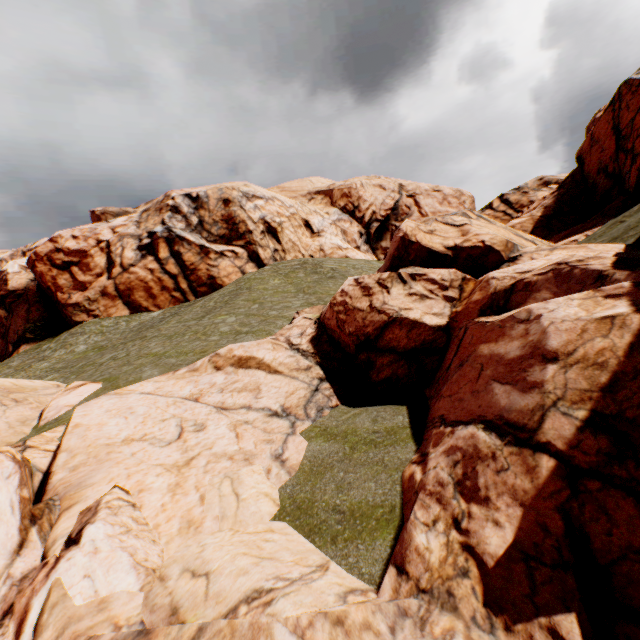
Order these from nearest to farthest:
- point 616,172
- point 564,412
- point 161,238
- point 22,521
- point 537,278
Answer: point 564,412, point 22,521, point 537,278, point 616,172, point 161,238
